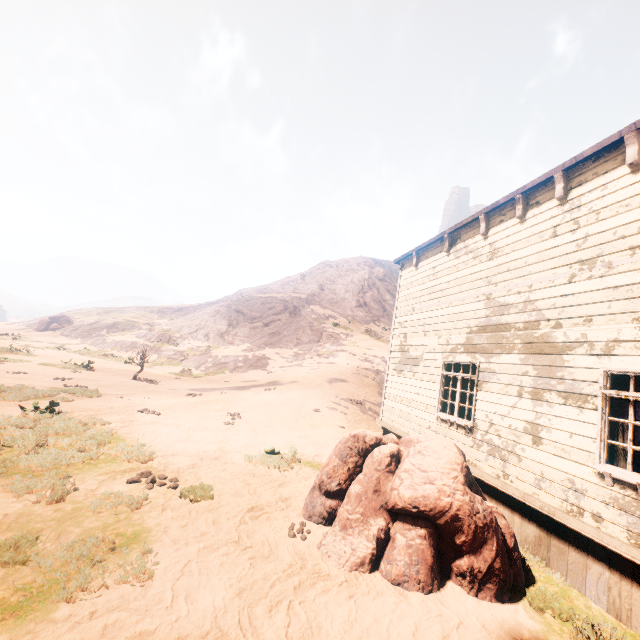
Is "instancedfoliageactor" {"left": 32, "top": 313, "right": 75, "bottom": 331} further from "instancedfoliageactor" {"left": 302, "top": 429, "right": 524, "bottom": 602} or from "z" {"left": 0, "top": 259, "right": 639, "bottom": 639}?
"instancedfoliageactor" {"left": 302, "top": 429, "right": 524, "bottom": 602}

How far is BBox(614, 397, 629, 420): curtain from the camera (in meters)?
4.68

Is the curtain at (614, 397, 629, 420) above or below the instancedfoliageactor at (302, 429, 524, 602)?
above

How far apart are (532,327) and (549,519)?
3.4 meters

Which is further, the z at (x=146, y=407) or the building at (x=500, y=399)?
the building at (x=500, y=399)

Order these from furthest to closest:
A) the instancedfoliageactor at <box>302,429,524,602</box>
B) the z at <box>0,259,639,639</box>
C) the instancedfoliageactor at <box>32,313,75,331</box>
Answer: the instancedfoliageactor at <box>32,313,75,331</box> < the instancedfoliageactor at <box>302,429,524,602</box> < the z at <box>0,259,639,639</box>

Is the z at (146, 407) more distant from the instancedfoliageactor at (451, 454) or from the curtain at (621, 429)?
the curtain at (621, 429)
